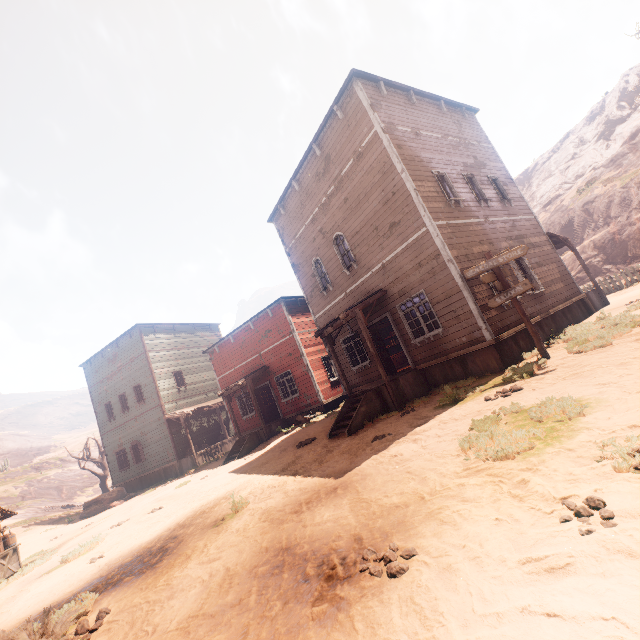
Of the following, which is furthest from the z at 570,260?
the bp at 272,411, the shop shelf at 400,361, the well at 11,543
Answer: the bp at 272,411

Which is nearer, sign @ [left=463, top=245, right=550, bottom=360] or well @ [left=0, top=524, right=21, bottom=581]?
sign @ [left=463, top=245, right=550, bottom=360]

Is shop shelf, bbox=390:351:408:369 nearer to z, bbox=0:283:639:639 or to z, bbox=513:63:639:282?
z, bbox=0:283:639:639

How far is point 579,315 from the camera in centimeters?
1322cm

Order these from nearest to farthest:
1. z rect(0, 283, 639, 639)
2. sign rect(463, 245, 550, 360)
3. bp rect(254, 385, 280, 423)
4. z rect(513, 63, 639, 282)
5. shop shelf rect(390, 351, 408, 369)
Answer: z rect(0, 283, 639, 639), sign rect(463, 245, 550, 360), shop shelf rect(390, 351, 408, 369), bp rect(254, 385, 280, 423), z rect(513, 63, 639, 282)

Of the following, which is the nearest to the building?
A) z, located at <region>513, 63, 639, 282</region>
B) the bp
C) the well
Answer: the bp

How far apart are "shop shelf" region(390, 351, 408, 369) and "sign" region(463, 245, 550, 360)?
8.3m

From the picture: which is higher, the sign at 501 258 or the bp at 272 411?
the sign at 501 258
